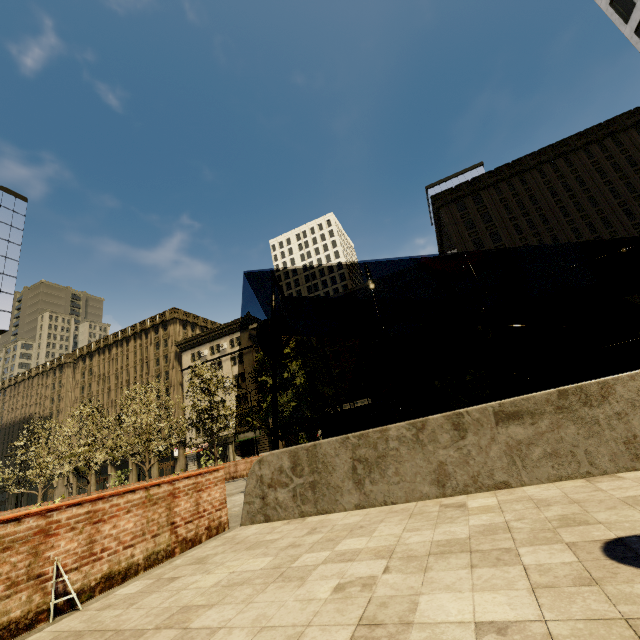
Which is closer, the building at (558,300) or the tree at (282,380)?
the tree at (282,380)

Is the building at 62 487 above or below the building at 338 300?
below

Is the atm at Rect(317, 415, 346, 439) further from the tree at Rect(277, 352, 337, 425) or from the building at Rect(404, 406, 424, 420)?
the building at Rect(404, 406, 424, 420)

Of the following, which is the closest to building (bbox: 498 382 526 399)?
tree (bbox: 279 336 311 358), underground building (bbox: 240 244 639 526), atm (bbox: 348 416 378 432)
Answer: tree (bbox: 279 336 311 358)

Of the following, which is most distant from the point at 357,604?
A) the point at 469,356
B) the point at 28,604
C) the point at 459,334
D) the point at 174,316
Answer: the point at 174,316

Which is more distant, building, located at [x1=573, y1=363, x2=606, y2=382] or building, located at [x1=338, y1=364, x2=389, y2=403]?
building, located at [x1=338, y1=364, x2=389, y2=403]
